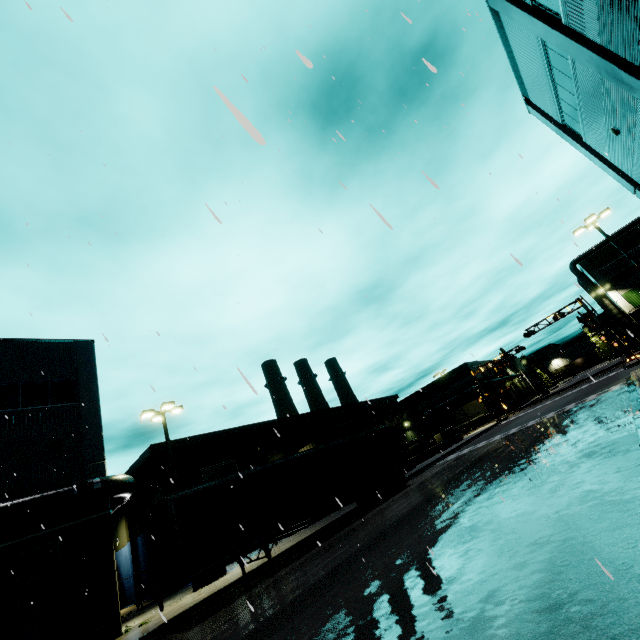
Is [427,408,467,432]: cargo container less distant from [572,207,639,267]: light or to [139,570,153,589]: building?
[139,570,153,589]: building

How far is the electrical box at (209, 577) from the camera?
16.6m

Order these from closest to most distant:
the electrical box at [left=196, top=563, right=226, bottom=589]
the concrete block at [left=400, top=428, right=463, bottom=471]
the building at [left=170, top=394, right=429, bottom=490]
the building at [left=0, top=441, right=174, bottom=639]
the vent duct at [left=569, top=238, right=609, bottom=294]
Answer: the building at [left=0, top=441, right=174, bottom=639], the electrical box at [left=196, top=563, right=226, bottom=589], the building at [left=170, top=394, right=429, bottom=490], the concrete block at [left=400, top=428, right=463, bottom=471], the vent duct at [left=569, top=238, right=609, bottom=294]

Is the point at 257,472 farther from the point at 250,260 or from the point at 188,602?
the point at 250,260

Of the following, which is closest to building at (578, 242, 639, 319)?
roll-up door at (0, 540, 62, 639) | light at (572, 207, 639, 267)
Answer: roll-up door at (0, 540, 62, 639)

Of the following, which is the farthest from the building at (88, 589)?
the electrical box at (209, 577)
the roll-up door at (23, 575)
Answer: the electrical box at (209, 577)

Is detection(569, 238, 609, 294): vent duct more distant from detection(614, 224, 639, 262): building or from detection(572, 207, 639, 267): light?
detection(572, 207, 639, 267): light

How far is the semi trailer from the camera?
11.52m
